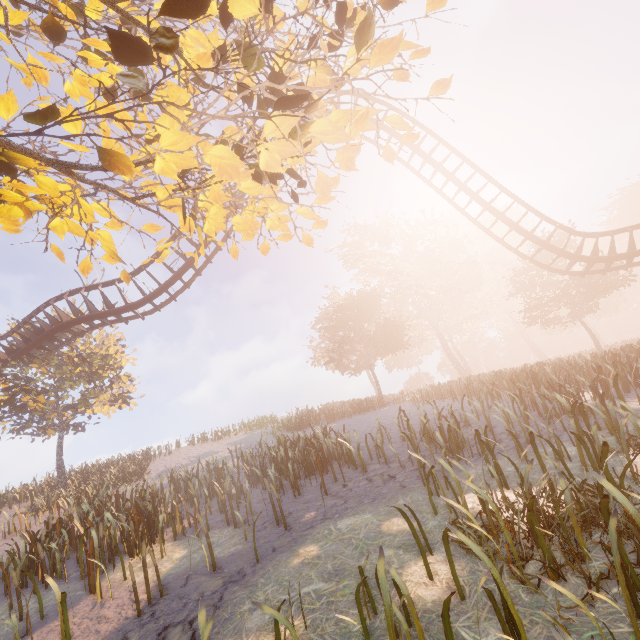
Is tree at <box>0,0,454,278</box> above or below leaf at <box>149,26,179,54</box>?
above

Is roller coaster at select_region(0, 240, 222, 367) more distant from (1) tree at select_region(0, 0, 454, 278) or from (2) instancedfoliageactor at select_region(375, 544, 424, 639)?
(2) instancedfoliageactor at select_region(375, 544, 424, 639)

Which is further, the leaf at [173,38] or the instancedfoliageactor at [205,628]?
the instancedfoliageactor at [205,628]

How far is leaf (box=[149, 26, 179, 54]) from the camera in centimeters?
197cm

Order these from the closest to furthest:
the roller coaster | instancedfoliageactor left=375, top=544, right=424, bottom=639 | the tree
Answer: instancedfoliageactor left=375, top=544, right=424, bottom=639, the tree, the roller coaster

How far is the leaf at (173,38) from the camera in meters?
2.0 m

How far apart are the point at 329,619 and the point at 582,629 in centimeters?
248cm

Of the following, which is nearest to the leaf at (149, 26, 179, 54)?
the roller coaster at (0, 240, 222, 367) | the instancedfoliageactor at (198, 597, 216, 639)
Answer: the instancedfoliageactor at (198, 597, 216, 639)
